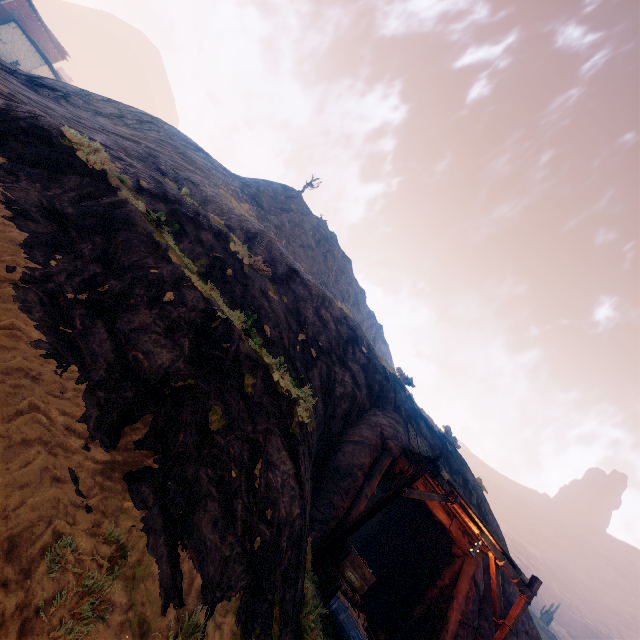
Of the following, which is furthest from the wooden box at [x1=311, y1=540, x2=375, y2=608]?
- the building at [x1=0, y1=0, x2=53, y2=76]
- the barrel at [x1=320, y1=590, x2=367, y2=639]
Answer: the building at [x1=0, y1=0, x2=53, y2=76]

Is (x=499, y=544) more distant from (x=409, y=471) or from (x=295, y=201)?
(x=295, y=201)

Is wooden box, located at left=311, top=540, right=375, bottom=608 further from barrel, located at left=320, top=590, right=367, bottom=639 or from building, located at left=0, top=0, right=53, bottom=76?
building, located at left=0, top=0, right=53, bottom=76

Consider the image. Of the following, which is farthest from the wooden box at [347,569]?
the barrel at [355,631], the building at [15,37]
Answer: the building at [15,37]

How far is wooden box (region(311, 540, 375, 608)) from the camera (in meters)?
7.83

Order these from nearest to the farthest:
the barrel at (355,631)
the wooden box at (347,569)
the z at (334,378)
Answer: the z at (334,378), the barrel at (355,631), the wooden box at (347,569)

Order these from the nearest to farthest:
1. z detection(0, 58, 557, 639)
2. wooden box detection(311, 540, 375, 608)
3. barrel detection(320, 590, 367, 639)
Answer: z detection(0, 58, 557, 639) → barrel detection(320, 590, 367, 639) → wooden box detection(311, 540, 375, 608)
